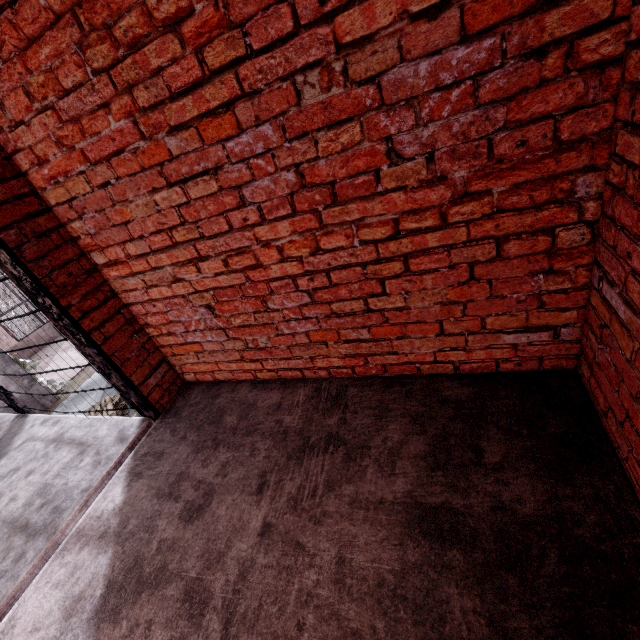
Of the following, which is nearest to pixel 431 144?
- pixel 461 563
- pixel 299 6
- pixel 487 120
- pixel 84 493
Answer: pixel 487 120

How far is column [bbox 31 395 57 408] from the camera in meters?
11.8

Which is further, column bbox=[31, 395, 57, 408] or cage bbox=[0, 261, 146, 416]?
column bbox=[31, 395, 57, 408]

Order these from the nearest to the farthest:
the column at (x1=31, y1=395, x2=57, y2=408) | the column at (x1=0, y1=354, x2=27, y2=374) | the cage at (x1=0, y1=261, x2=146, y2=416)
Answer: the cage at (x1=0, y1=261, x2=146, y2=416) → the column at (x1=0, y1=354, x2=27, y2=374) → the column at (x1=31, y1=395, x2=57, y2=408)

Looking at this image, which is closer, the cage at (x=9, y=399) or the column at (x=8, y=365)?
the cage at (x=9, y=399)
